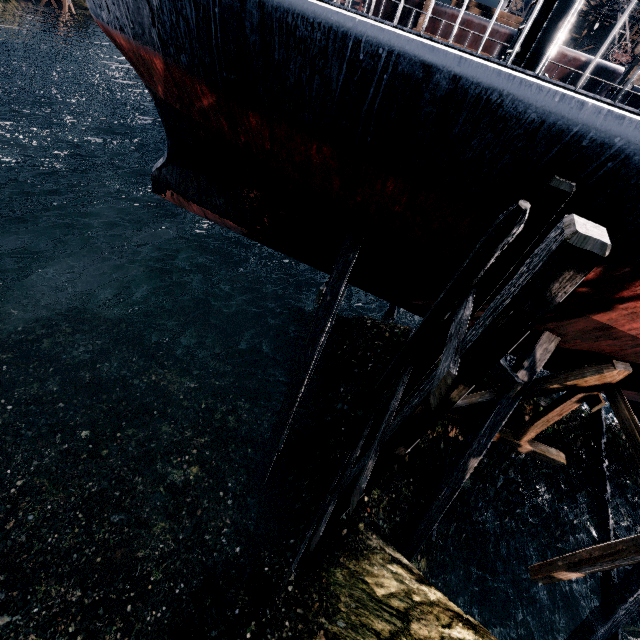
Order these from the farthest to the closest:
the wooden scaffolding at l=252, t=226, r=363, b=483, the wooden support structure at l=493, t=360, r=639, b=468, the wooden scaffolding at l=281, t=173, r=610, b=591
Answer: the wooden scaffolding at l=252, t=226, r=363, b=483, the wooden support structure at l=493, t=360, r=639, b=468, the wooden scaffolding at l=281, t=173, r=610, b=591

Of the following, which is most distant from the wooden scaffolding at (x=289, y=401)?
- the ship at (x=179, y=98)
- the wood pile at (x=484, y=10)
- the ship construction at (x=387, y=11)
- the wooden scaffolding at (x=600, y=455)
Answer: the wood pile at (x=484, y=10)

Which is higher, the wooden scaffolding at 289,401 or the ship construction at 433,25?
the ship construction at 433,25

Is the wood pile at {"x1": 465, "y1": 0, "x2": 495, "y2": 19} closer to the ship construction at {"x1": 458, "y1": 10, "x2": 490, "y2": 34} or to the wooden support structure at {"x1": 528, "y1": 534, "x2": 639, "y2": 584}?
the ship construction at {"x1": 458, "y1": 10, "x2": 490, "y2": 34}

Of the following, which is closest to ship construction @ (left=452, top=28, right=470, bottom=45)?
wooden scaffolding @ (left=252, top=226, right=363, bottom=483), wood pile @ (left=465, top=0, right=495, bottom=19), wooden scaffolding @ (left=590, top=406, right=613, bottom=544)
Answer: wood pile @ (left=465, top=0, right=495, bottom=19)

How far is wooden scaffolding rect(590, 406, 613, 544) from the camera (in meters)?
11.81

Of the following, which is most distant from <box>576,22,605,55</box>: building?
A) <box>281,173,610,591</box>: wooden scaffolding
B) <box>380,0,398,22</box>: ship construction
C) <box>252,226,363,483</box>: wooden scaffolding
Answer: <box>281,173,610,591</box>: wooden scaffolding

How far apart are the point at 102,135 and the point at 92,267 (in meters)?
26.52
